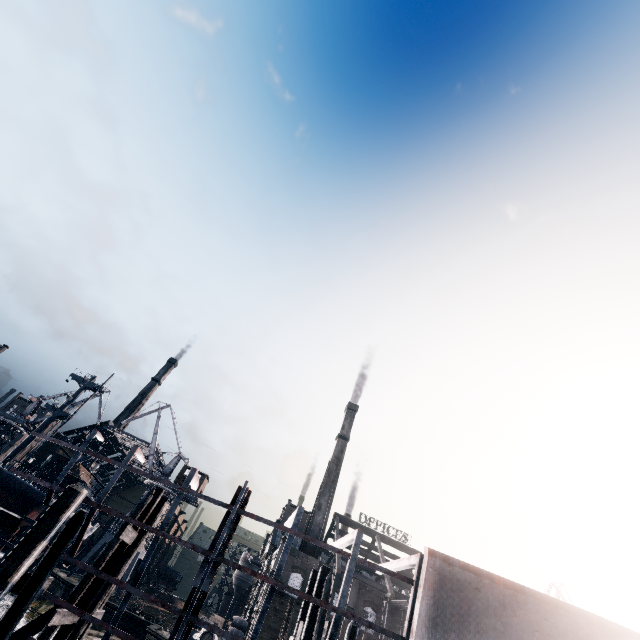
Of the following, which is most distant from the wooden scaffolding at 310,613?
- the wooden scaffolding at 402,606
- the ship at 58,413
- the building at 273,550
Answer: the ship at 58,413

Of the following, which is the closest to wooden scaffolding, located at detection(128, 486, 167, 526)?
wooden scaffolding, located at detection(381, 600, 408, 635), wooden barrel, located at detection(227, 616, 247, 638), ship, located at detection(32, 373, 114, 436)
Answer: ship, located at detection(32, 373, 114, 436)

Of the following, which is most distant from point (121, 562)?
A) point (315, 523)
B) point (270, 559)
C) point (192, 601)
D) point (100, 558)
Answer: point (270, 559)

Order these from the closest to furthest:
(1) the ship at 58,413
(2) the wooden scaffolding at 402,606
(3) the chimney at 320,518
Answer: (2) the wooden scaffolding at 402,606
(1) the ship at 58,413
(3) the chimney at 320,518

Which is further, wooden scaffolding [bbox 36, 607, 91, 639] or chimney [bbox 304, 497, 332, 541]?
chimney [bbox 304, 497, 332, 541]

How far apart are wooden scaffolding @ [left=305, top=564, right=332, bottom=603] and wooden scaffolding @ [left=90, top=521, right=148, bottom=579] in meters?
8.3 m

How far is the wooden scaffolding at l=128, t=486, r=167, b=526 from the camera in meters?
14.3

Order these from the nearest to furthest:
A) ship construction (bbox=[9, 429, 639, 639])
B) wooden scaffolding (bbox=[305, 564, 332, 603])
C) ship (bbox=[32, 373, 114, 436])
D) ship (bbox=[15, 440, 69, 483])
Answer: ship construction (bbox=[9, 429, 639, 639])
wooden scaffolding (bbox=[305, 564, 332, 603])
ship (bbox=[15, 440, 69, 483])
ship (bbox=[32, 373, 114, 436])
